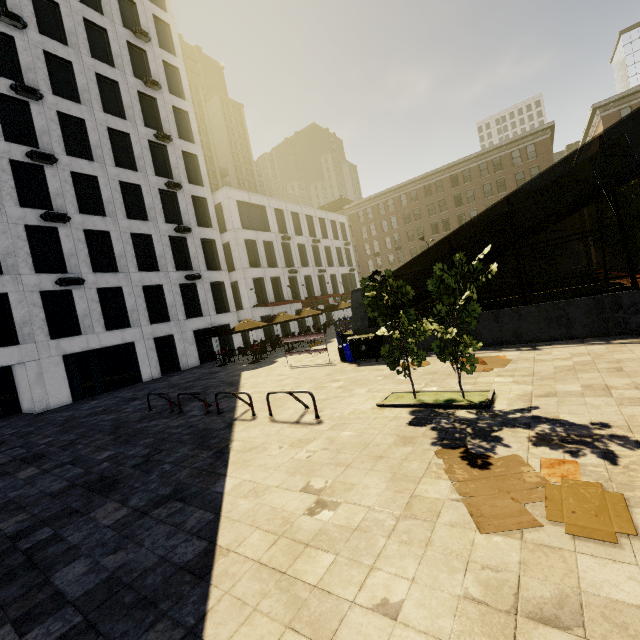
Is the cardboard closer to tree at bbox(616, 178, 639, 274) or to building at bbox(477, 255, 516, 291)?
tree at bbox(616, 178, 639, 274)

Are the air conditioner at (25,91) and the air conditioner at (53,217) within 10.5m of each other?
yes

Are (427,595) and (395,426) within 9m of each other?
yes

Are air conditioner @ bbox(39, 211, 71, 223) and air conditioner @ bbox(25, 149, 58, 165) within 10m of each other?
yes

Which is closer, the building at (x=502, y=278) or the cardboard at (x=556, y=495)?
the cardboard at (x=556, y=495)

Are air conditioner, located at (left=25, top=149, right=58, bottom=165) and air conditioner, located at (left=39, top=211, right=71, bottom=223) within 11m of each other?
yes

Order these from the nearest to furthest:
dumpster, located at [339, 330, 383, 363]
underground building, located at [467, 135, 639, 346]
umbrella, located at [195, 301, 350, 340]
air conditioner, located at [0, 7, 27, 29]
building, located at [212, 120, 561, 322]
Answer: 1. underground building, located at [467, 135, 639, 346]
2. dumpster, located at [339, 330, 383, 363]
3. air conditioner, located at [0, 7, 27, 29]
4. umbrella, located at [195, 301, 350, 340]
5. building, located at [212, 120, 561, 322]

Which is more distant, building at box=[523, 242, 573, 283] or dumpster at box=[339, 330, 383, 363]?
building at box=[523, 242, 573, 283]
